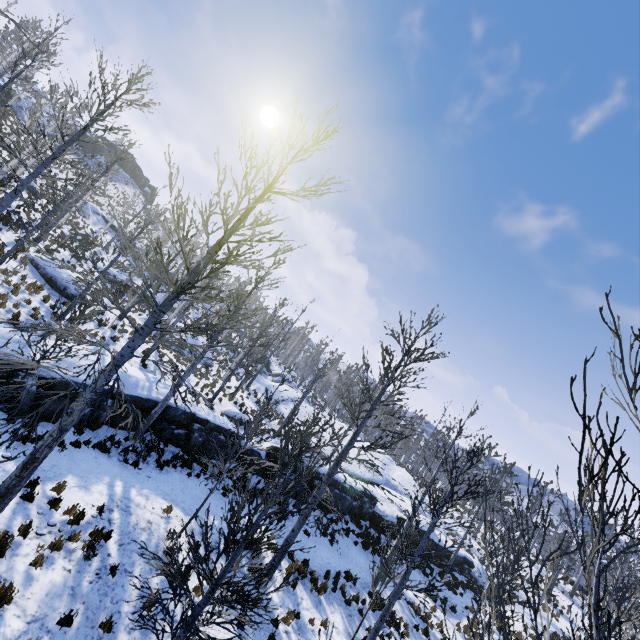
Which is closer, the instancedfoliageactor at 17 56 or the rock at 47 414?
the instancedfoliageactor at 17 56

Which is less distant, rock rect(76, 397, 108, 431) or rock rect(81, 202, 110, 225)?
rock rect(76, 397, 108, 431)

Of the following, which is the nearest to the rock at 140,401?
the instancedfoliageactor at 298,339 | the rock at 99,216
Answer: the instancedfoliageactor at 298,339

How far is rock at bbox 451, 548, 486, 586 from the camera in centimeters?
2264cm

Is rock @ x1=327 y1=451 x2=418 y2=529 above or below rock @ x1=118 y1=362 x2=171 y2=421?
above

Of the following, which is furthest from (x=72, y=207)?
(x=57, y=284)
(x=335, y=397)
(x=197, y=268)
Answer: (x=335, y=397)

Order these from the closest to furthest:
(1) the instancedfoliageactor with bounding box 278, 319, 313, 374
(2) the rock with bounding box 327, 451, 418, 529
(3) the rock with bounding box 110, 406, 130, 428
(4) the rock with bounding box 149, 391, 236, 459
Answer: (3) the rock with bounding box 110, 406, 130, 428
(4) the rock with bounding box 149, 391, 236, 459
(1) the instancedfoliageactor with bounding box 278, 319, 313, 374
(2) the rock with bounding box 327, 451, 418, 529

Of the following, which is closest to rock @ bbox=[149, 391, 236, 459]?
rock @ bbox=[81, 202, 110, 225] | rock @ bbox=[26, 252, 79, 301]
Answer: A: rock @ bbox=[26, 252, 79, 301]
